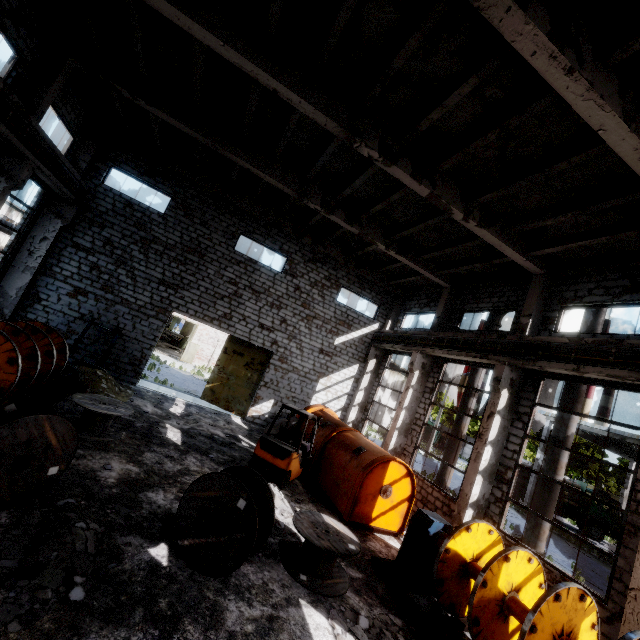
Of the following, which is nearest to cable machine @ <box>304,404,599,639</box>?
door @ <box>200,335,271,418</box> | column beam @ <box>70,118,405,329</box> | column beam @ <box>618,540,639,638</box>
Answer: column beam @ <box>618,540,639,638</box>

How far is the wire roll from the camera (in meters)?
10.88

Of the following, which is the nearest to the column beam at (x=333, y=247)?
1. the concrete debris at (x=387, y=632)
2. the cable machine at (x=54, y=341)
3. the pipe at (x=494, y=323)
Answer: the pipe at (x=494, y=323)

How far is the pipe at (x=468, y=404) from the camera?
14.0 meters

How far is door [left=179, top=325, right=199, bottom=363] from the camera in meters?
31.8

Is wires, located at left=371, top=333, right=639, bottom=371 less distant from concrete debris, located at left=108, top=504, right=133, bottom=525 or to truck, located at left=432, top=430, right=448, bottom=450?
concrete debris, located at left=108, top=504, right=133, bottom=525

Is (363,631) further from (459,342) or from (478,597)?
(459,342)

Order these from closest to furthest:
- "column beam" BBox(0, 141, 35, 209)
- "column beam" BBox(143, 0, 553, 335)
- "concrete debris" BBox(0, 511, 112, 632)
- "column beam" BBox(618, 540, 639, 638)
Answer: "concrete debris" BBox(0, 511, 112, 632) < "column beam" BBox(618, 540, 639, 638) < "column beam" BBox(143, 0, 553, 335) < "column beam" BBox(0, 141, 35, 209)
